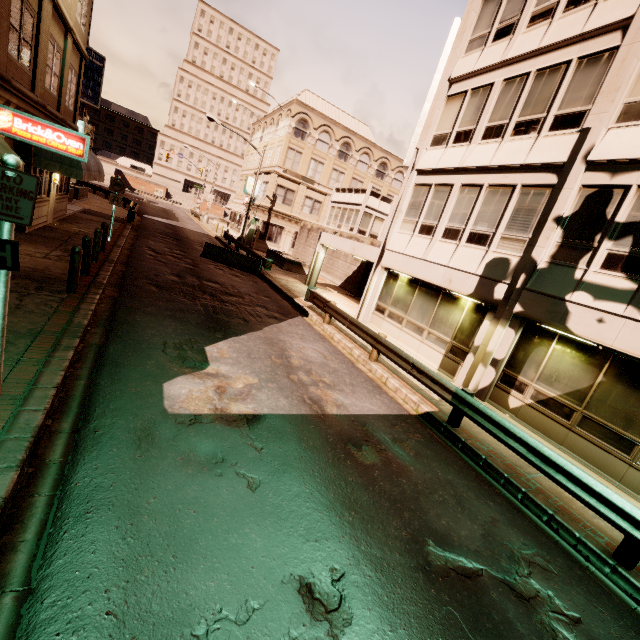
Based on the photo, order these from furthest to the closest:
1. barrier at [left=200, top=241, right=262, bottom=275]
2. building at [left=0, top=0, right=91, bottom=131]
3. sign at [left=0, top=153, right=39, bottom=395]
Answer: barrier at [left=200, top=241, right=262, bottom=275] < building at [left=0, top=0, right=91, bottom=131] < sign at [left=0, top=153, right=39, bottom=395]

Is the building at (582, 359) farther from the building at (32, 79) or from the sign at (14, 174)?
the building at (32, 79)

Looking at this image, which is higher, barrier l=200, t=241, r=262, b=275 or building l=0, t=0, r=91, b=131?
building l=0, t=0, r=91, b=131

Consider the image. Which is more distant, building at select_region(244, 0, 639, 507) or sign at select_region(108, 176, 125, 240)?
sign at select_region(108, 176, 125, 240)

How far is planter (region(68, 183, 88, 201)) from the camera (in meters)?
24.42

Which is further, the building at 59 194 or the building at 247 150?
the building at 247 150

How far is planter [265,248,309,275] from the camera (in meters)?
26.28

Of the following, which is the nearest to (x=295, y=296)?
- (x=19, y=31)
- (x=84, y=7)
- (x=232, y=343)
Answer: (x=232, y=343)
